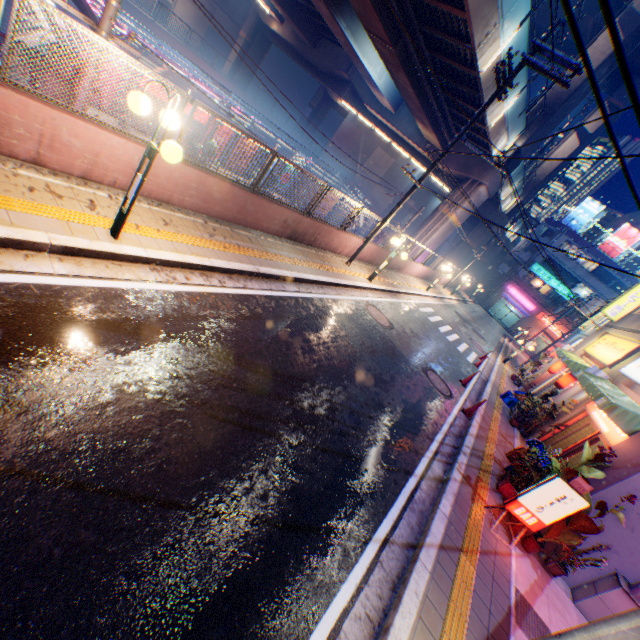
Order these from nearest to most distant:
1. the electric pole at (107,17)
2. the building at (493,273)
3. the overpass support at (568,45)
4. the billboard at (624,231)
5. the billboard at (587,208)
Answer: the electric pole at (107,17) → the overpass support at (568,45) → the billboard at (624,231) → the billboard at (587,208) → the building at (493,273)

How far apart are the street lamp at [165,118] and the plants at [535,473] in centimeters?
898cm

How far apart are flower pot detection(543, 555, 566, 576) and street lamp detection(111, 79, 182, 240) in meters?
10.1 m

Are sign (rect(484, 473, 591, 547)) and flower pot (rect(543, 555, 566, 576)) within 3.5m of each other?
yes

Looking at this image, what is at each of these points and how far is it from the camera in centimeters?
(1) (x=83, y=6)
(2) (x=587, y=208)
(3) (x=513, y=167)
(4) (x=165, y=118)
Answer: (1) canopy, 1251cm
(2) billboard, 4634cm
(3) overpass support, 2414cm
(4) street lamp, 468cm

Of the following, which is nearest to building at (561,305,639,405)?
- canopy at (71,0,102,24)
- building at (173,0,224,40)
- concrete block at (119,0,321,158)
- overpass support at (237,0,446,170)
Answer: overpass support at (237,0,446,170)

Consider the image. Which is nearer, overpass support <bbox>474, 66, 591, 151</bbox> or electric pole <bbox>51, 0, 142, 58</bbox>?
electric pole <bbox>51, 0, 142, 58</bbox>

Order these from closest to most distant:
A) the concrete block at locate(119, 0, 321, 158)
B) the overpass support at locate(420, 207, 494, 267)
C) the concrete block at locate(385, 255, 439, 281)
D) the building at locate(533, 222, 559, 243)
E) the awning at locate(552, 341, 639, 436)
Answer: the awning at locate(552, 341, 639, 436)
the concrete block at locate(385, 255, 439, 281)
the concrete block at locate(119, 0, 321, 158)
the overpass support at locate(420, 207, 494, 267)
the building at locate(533, 222, 559, 243)
